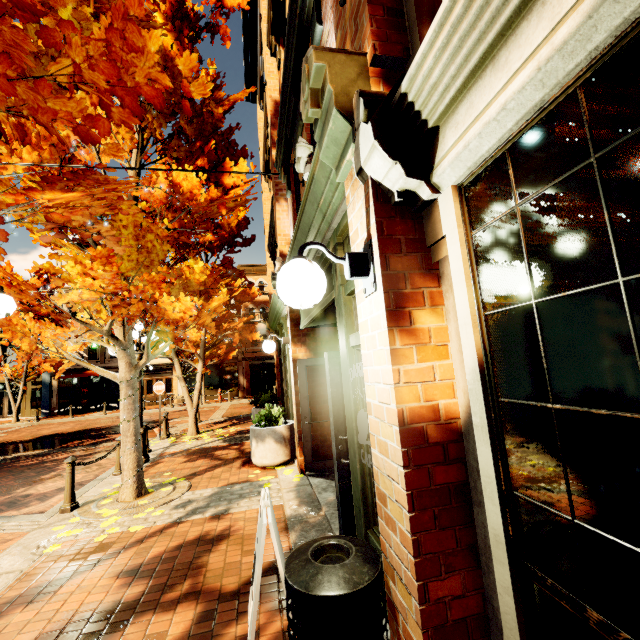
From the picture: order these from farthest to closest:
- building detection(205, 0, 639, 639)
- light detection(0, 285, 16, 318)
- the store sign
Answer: light detection(0, 285, 16, 318)
the store sign
building detection(205, 0, 639, 639)

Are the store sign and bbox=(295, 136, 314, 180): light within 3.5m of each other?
yes

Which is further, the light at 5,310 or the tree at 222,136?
the light at 5,310

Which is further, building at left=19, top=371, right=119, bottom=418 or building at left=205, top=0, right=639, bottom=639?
building at left=19, top=371, right=119, bottom=418

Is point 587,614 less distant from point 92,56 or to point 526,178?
point 526,178

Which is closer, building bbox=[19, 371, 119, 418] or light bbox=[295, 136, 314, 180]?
light bbox=[295, 136, 314, 180]

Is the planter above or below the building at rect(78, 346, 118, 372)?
below

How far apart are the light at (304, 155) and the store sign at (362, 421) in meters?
2.2
